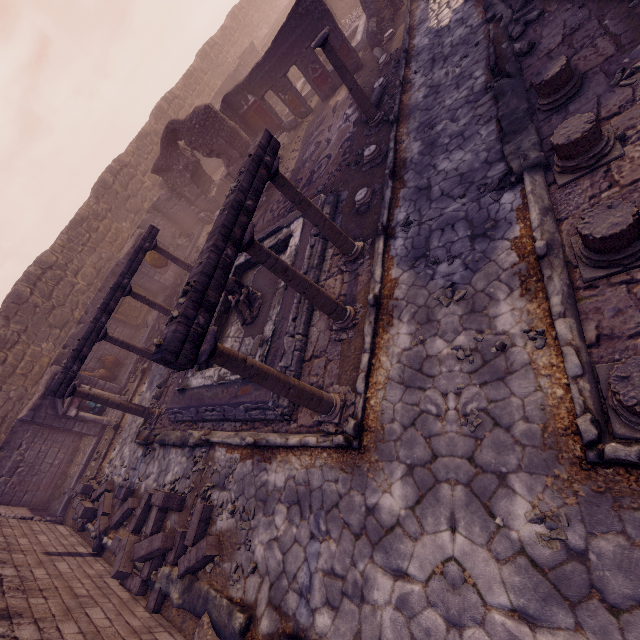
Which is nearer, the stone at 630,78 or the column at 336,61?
the stone at 630,78

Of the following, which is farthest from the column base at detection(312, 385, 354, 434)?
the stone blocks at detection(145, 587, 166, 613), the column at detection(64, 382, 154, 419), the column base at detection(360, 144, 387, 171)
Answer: the column at detection(64, 382, 154, 419)

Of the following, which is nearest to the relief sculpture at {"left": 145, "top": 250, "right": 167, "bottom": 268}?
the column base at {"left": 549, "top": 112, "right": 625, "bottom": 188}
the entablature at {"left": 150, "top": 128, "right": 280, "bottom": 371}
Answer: the entablature at {"left": 150, "top": 128, "right": 280, "bottom": 371}

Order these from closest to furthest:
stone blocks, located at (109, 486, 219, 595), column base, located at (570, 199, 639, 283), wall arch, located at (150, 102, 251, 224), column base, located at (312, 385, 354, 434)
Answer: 1. column base, located at (570, 199, 639, 283)
2. column base, located at (312, 385, 354, 434)
3. stone blocks, located at (109, 486, 219, 595)
4. wall arch, located at (150, 102, 251, 224)

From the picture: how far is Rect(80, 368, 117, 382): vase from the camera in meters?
13.5

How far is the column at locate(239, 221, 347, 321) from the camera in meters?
4.5 m

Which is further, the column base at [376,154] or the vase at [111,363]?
the vase at [111,363]

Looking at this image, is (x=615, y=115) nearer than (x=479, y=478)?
No
